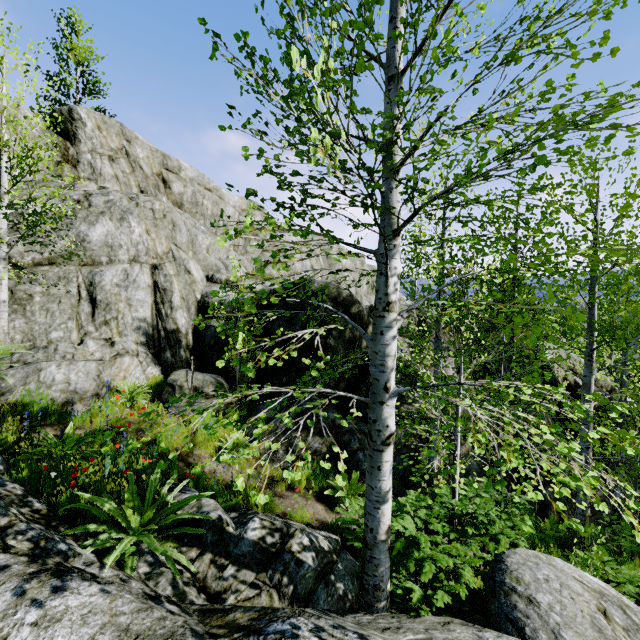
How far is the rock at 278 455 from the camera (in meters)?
7.61

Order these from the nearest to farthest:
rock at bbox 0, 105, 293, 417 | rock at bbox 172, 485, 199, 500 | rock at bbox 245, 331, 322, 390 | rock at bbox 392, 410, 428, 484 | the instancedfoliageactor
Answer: the instancedfoliageactor < rock at bbox 172, 485, 199, 500 < rock at bbox 0, 105, 293, 417 < rock at bbox 392, 410, 428, 484 < rock at bbox 245, 331, 322, 390

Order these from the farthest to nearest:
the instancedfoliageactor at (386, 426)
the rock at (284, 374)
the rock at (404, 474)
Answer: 1. the rock at (284, 374)
2. the rock at (404, 474)
3. the instancedfoliageactor at (386, 426)

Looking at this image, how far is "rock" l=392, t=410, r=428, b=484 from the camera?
8.62m

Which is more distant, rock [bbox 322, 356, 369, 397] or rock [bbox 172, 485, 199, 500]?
rock [bbox 322, 356, 369, 397]

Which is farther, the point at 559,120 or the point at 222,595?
the point at 222,595
